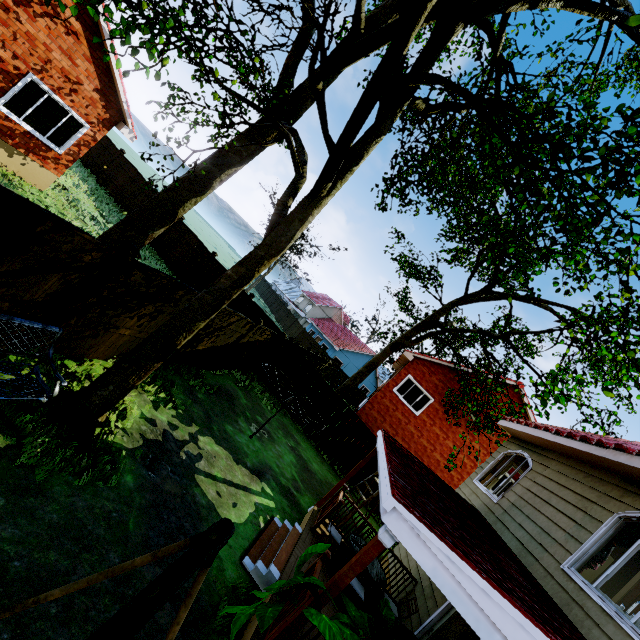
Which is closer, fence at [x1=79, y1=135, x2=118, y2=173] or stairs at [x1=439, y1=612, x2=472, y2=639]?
stairs at [x1=439, y1=612, x2=472, y2=639]

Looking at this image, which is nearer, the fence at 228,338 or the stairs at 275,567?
the stairs at 275,567

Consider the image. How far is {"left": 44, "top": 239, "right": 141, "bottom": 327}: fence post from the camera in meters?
5.2 m

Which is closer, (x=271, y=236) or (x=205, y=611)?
(x=205, y=611)

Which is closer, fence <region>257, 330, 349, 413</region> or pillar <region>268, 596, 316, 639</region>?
pillar <region>268, 596, 316, 639</region>

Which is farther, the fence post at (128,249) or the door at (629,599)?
the door at (629,599)

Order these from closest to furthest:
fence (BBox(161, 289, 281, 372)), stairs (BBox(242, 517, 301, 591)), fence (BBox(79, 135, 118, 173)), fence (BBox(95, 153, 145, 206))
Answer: stairs (BBox(242, 517, 301, 591)) → fence (BBox(161, 289, 281, 372)) → fence (BBox(95, 153, 145, 206)) → fence (BBox(79, 135, 118, 173))

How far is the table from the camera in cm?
673
